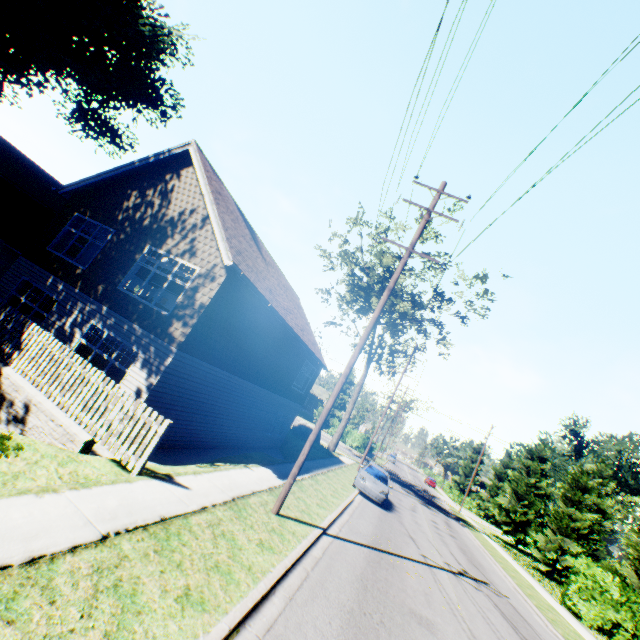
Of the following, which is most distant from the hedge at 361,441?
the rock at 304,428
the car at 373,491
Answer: the car at 373,491

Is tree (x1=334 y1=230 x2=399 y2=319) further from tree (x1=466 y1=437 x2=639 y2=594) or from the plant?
tree (x1=466 y1=437 x2=639 y2=594)

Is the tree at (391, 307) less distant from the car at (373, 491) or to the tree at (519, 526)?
the car at (373, 491)

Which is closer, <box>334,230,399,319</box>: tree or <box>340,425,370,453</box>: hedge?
<box>334,230,399,319</box>: tree

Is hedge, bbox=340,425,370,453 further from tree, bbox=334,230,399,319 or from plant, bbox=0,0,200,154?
plant, bbox=0,0,200,154

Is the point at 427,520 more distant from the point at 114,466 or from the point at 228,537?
the point at 114,466

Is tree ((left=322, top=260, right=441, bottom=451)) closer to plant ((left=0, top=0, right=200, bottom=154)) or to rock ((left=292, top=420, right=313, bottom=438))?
rock ((left=292, top=420, right=313, bottom=438))

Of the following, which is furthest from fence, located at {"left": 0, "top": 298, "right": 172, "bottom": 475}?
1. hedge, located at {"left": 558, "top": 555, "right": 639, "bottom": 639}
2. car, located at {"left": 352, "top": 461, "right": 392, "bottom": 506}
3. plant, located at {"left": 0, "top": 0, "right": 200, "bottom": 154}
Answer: hedge, located at {"left": 558, "top": 555, "right": 639, "bottom": 639}
